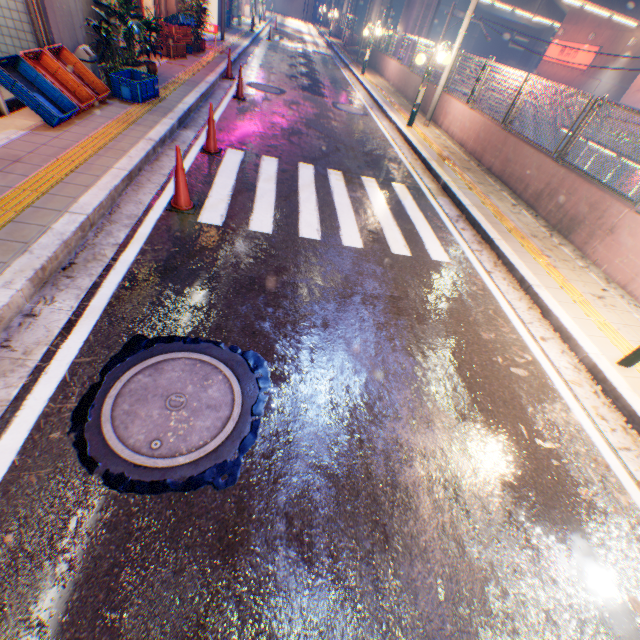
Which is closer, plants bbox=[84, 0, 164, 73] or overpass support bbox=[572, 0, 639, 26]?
plants bbox=[84, 0, 164, 73]

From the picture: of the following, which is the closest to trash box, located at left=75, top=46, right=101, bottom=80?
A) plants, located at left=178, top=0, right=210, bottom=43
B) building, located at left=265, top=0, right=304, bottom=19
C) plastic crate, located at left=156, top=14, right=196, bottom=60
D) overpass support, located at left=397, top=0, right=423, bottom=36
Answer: plastic crate, located at left=156, top=14, right=196, bottom=60

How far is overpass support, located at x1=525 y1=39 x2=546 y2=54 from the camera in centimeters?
5070cm

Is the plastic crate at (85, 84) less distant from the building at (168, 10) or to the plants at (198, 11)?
the building at (168, 10)

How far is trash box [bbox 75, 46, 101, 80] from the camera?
6.4m

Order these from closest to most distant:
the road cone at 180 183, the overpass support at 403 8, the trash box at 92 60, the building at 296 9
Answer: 1. the road cone at 180 183
2. the trash box at 92 60
3. the overpass support at 403 8
4. the building at 296 9

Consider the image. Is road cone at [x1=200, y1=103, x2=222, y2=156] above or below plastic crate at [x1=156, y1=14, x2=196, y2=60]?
below

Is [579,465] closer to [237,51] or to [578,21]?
[237,51]
